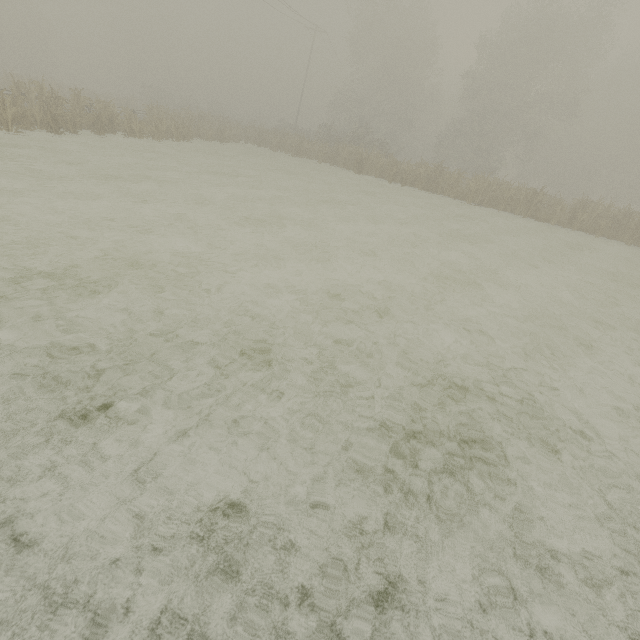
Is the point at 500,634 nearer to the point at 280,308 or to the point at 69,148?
the point at 280,308

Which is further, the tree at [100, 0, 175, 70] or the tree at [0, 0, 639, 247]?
the tree at [100, 0, 175, 70]

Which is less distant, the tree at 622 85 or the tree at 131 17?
the tree at 622 85
